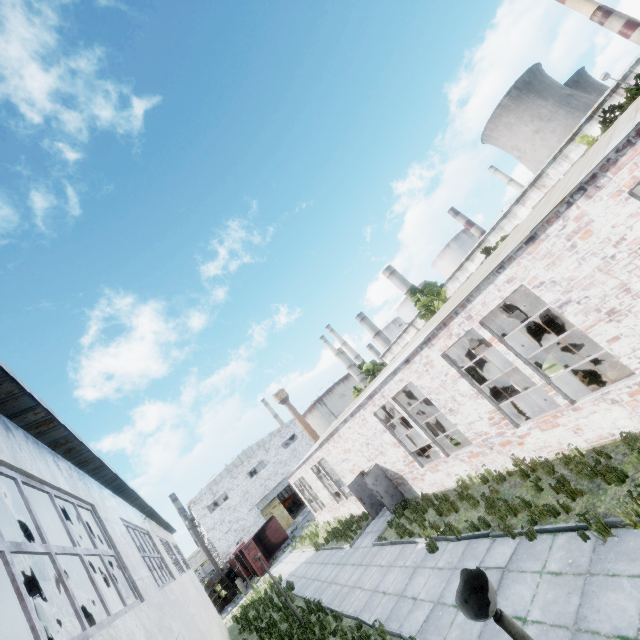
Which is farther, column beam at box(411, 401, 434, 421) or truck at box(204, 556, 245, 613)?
truck at box(204, 556, 245, 613)

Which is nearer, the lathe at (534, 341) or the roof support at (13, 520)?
the roof support at (13, 520)

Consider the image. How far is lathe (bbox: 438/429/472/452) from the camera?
13.4m

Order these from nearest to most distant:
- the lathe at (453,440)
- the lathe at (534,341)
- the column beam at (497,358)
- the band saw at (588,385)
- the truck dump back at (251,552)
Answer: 1. the band saw at (588,385)
2. the column beam at (497,358)
3. the lathe at (453,440)
4. the lathe at (534,341)
5. the truck dump back at (251,552)

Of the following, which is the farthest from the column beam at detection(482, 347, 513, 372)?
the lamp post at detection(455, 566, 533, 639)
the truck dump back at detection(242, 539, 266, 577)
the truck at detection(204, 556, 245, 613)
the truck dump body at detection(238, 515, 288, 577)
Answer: the truck at detection(204, 556, 245, 613)

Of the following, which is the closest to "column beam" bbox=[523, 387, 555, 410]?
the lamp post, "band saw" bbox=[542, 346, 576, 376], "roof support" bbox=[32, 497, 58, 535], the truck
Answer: "band saw" bbox=[542, 346, 576, 376]

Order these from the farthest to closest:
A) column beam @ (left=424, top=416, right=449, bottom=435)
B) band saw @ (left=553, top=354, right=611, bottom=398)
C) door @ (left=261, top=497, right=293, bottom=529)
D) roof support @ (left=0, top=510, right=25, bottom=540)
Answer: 1. door @ (left=261, top=497, right=293, bottom=529)
2. column beam @ (left=424, top=416, right=449, bottom=435)
3. band saw @ (left=553, top=354, right=611, bottom=398)
4. roof support @ (left=0, top=510, right=25, bottom=540)

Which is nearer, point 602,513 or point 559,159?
point 602,513
